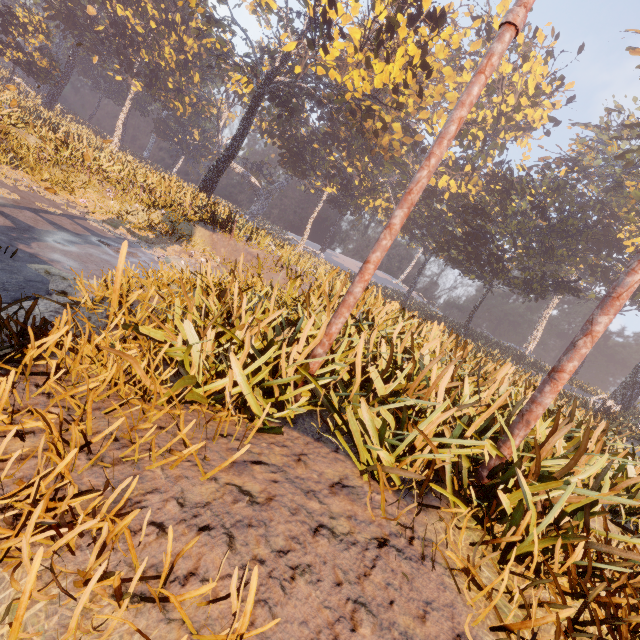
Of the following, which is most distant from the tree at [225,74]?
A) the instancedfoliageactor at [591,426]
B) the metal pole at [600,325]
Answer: the metal pole at [600,325]

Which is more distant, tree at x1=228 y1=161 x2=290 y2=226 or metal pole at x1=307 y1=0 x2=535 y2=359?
tree at x1=228 y1=161 x2=290 y2=226

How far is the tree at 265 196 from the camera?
56.5 meters

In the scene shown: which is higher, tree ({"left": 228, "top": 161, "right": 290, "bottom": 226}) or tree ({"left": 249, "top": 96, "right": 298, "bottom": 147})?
tree ({"left": 249, "top": 96, "right": 298, "bottom": 147})

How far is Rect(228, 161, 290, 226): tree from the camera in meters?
56.5

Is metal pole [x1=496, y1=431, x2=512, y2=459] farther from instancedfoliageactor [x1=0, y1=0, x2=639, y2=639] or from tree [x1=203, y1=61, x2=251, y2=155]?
tree [x1=203, y1=61, x2=251, y2=155]

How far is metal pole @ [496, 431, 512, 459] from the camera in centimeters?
312cm

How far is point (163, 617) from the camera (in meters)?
1.47
